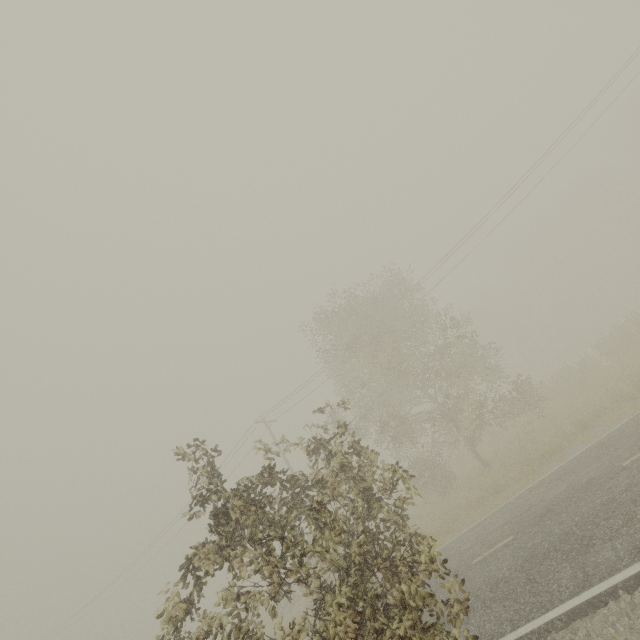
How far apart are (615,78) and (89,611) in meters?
60.9
